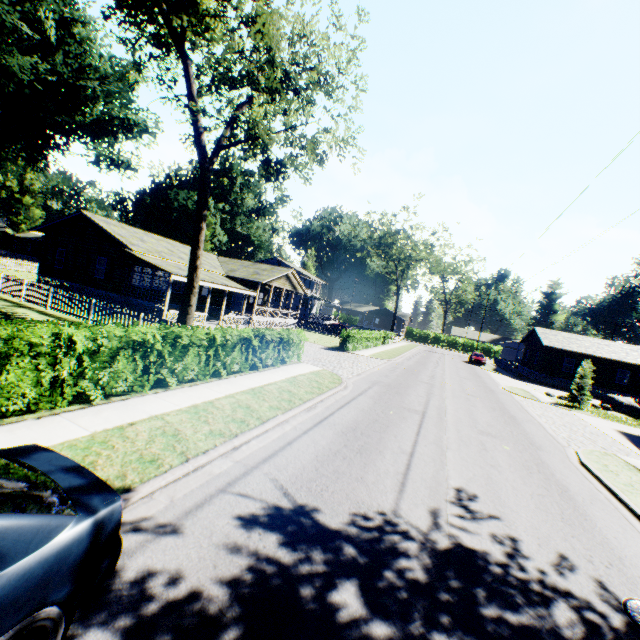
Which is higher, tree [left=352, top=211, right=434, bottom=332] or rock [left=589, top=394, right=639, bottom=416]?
tree [left=352, top=211, right=434, bottom=332]

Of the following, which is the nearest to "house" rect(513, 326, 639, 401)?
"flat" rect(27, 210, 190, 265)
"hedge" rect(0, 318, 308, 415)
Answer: "flat" rect(27, 210, 190, 265)

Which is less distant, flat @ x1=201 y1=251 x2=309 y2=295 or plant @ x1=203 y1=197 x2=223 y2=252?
flat @ x1=201 y1=251 x2=309 y2=295

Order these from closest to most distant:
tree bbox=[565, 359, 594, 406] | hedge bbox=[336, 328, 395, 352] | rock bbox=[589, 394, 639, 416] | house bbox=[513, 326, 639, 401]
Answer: tree bbox=[565, 359, 594, 406]
rock bbox=[589, 394, 639, 416]
hedge bbox=[336, 328, 395, 352]
house bbox=[513, 326, 639, 401]

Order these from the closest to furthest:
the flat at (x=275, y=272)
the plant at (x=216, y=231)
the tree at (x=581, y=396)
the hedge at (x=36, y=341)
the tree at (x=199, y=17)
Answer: the hedge at (x=36, y=341) < the tree at (x=199, y=17) < the tree at (x=581, y=396) < the flat at (x=275, y=272) < the plant at (x=216, y=231)

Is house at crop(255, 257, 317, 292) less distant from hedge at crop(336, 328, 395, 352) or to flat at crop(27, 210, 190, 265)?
→ flat at crop(27, 210, 190, 265)

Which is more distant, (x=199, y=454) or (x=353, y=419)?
(x=353, y=419)

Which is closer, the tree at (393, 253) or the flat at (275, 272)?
the flat at (275, 272)
